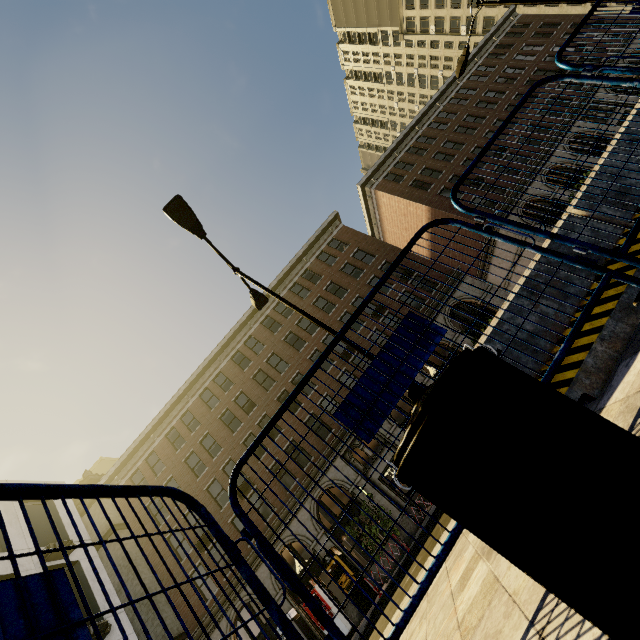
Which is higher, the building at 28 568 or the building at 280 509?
the building at 28 568

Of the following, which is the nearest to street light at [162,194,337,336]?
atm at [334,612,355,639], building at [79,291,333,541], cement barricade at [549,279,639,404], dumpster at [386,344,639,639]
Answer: cement barricade at [549,279,639,404]

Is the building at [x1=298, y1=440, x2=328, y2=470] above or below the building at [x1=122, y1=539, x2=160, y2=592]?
below

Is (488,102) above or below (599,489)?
above

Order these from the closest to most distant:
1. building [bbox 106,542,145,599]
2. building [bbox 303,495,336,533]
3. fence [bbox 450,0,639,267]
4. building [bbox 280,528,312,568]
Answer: fence [bbox 450,0,639,267]
building [bbox 280,528,312,568]
building [bbox 303,495,336,533]
building [bbox 106,542,145,599]

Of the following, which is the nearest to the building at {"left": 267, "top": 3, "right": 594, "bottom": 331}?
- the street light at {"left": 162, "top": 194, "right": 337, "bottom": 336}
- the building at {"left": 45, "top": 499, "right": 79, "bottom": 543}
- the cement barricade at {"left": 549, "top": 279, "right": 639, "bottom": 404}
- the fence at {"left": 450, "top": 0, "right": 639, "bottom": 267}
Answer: the fence at {"left": 450, "top": 0, "right": 639, "bottom": 267}

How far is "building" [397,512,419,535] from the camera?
18.47m

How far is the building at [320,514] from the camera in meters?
20.2 m
